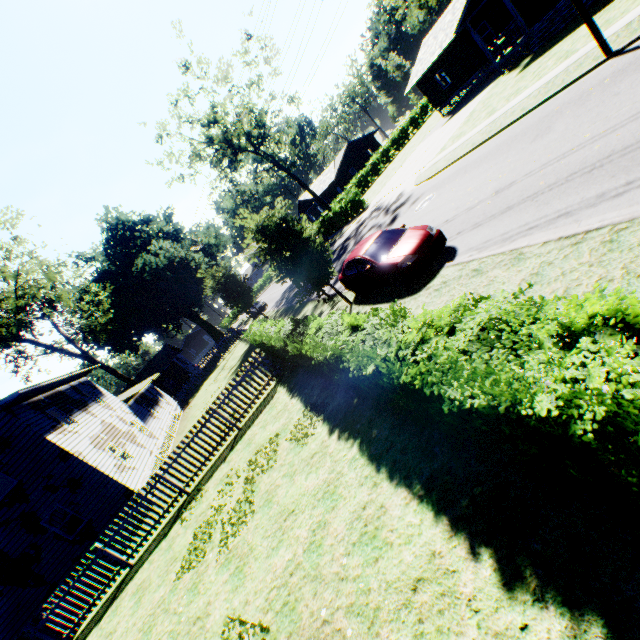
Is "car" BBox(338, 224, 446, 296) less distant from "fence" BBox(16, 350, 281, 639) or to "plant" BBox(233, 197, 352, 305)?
"plant" BBox(233, 197, 352, 305)

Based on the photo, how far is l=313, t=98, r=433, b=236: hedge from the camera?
32.50m

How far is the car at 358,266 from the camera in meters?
9.3 m

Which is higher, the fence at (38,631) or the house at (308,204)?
the house at (308,204)

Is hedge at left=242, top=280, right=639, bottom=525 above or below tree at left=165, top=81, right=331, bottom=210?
below

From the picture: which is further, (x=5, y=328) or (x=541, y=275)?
(x=5, y=328)

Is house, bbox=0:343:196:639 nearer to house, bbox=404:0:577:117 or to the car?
the car

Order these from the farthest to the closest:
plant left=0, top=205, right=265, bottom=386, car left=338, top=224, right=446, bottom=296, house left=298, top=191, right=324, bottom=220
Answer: house left=298, top=191, right=324, bottom=220 < plant left=0, top=205, right=265, bottom=386 < car left=338, top=224, right=446, bottom=296
